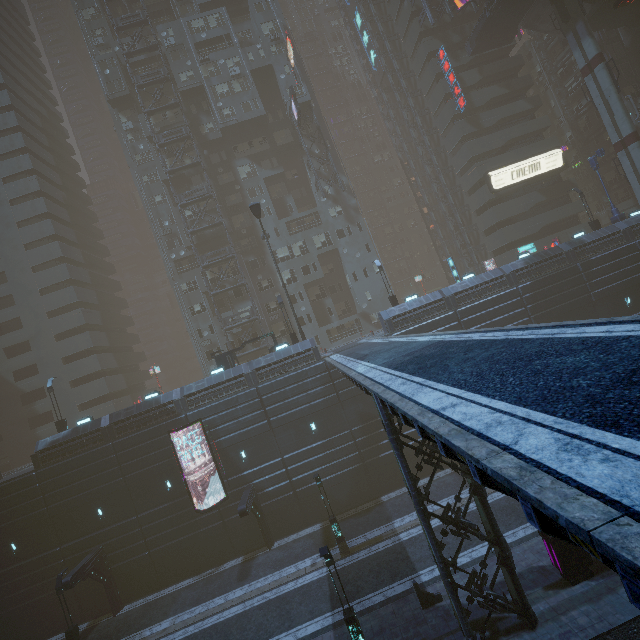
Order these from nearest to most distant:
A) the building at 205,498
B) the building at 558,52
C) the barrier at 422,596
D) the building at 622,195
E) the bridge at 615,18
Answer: the barrier at 422,596 < the building at 205,498 < the bridge at 615,18 < the building at 622,195 < the building at 558,52

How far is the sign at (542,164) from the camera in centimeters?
4038cm

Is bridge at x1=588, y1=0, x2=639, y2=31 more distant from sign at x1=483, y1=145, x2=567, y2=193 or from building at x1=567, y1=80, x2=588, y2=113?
sign at x1=483, y1=145, x2=567, y2=193

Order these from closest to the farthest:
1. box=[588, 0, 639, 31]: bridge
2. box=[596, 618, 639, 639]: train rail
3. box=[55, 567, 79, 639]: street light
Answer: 1. box=[596, 618, 639, 639]: train rail
2. box=[55, 567, 79, 639]: street light
3. box=[588, 0, 639, 31]: bridge

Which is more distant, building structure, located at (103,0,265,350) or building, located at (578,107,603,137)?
building, located at (578,107,603,137)

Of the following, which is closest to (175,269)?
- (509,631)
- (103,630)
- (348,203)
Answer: (348,203)

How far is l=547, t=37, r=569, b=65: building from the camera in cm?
4747

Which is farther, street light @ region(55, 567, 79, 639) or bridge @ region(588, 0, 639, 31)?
bridge @ region(588, 0, 639, 31)
